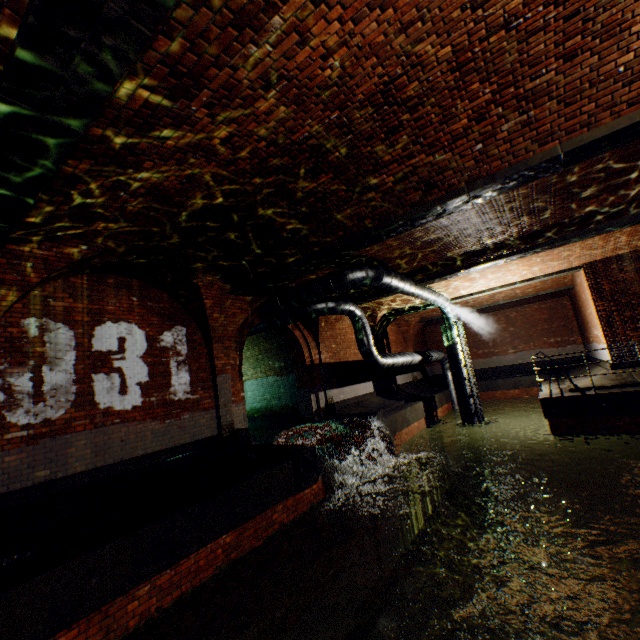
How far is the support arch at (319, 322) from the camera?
12.6 meters

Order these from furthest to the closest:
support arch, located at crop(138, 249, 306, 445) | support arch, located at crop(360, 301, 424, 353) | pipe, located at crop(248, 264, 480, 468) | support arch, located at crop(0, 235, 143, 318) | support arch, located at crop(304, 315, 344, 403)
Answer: support arch, located at crop(360, 301, 424, 353), support arch, located at crop(304, 315, 344, 403), pipe, located at crop(248, 264, 480, 468), support arch, located at crop(138, 249, 306, 445), support arch, located at crop(0, 235, 143, 318)

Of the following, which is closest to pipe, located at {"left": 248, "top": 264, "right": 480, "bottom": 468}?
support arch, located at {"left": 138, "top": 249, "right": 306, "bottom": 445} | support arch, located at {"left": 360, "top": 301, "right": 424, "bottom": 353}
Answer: support arch, located at {"left": 138, "top": 249, "right": 306, "bottom": 445}

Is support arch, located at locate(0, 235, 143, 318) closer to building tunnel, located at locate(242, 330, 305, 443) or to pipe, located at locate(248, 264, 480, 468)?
building tunnel, located at locate(242, 330, 305, 443)

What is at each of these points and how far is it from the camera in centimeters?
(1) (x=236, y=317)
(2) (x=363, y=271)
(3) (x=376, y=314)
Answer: (1) support arch, 920cm
(2) pipe, 858cm
(3) support arch, 1589cm

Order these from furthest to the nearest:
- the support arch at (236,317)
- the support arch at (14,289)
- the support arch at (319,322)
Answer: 1. the support arch at (319,322)
2. the support arch at (236,317)
3. the support arch at (14,289)

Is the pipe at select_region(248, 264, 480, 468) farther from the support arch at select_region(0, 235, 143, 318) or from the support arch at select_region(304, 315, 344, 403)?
the support arch at select_region(0, 235, 143, 318)

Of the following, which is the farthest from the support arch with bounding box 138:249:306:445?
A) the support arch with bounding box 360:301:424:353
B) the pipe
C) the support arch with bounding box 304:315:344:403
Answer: the support arch with bounding box 360:301:424:353
